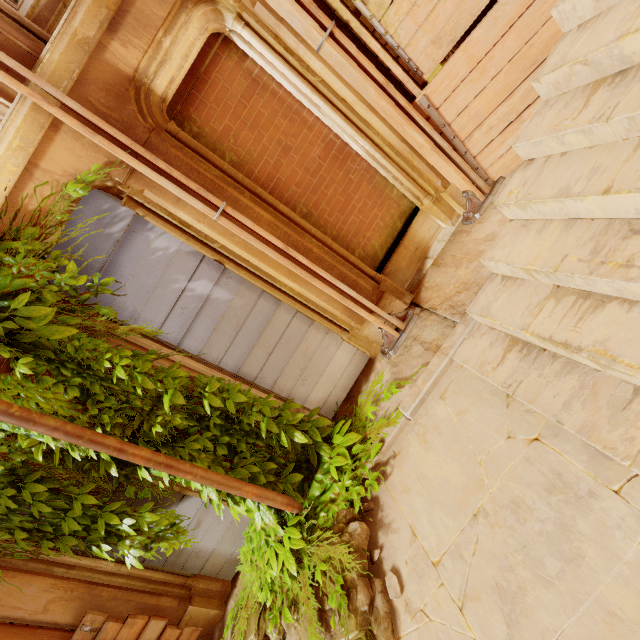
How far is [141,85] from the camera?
3.2 meters

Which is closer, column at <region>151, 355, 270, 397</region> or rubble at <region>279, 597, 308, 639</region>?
rubble at <region>279, 597, 308, 639</region>

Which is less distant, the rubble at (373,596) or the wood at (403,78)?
the rubble at (373,596)

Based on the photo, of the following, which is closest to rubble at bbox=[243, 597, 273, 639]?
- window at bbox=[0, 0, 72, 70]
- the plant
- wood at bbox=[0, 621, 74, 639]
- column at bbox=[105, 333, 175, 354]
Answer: the plant

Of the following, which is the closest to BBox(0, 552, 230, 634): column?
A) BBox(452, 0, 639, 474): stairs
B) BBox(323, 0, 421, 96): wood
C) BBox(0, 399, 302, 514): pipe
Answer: BBox(0, 399, 302, 514): pipe

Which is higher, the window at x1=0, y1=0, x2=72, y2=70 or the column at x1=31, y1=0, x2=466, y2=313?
the window at x1=0, y1=0, x2=72, y2=70

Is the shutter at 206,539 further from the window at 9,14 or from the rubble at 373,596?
the window at 9,14
